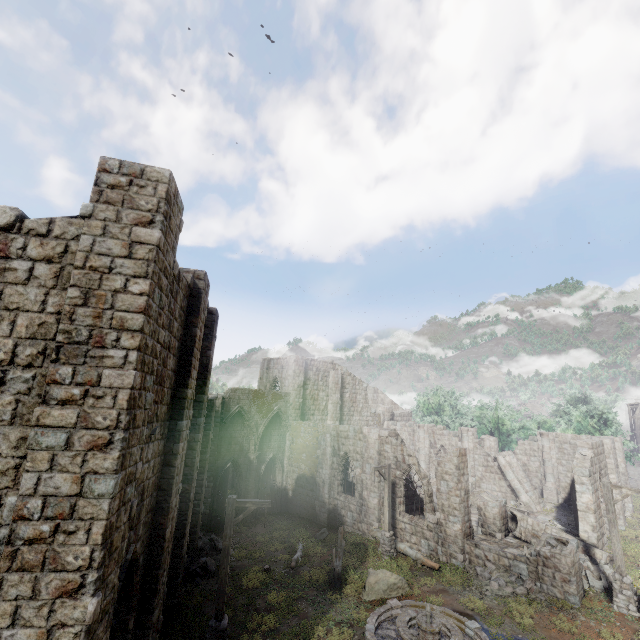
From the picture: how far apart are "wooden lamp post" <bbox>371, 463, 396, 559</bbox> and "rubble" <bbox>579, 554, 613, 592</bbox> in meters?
8.0 m

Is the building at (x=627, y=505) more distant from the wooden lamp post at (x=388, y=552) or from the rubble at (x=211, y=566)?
the wooden lamp post at (x=388, y=552)

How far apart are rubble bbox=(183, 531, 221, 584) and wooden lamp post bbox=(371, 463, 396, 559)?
8.05m

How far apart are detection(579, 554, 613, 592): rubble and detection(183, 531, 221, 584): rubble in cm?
1727

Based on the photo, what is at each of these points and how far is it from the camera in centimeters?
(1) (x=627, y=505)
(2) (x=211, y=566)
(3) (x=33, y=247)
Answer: (1) building, 2567cm
(2) rubble, 1639cm
(3) building, 585cm

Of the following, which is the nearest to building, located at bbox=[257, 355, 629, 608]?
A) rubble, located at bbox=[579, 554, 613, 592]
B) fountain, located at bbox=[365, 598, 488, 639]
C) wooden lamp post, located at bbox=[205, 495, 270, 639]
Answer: rubble, located at bbox=[579, 554, 613, 592]

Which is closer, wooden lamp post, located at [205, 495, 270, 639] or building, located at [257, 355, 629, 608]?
wooden lamp post, located at [205, 495, 270, 639]

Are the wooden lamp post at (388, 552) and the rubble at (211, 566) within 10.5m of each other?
yes
